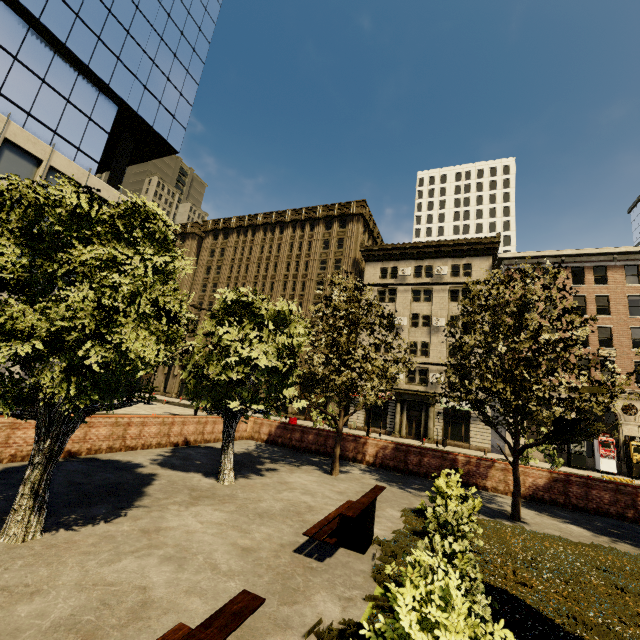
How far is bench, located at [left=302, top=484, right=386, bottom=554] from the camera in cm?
565

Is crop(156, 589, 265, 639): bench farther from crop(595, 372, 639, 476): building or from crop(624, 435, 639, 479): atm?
crop(624, 435, 639, 479): atm

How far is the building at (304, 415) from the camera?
38.31m

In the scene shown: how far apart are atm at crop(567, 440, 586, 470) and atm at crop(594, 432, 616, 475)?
0.8 meters

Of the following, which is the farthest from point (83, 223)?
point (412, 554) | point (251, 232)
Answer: point (251, 232)

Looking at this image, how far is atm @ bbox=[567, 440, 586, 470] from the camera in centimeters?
2619cm

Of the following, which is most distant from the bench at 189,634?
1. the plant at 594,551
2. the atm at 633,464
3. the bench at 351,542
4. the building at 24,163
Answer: the atm at 633,464

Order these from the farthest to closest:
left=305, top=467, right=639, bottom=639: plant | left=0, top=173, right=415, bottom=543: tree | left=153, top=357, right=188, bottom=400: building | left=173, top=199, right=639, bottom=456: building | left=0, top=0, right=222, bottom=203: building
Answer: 1. left=153, top=357, right=188, bottom=400: building
2. left=173, top=199, right=639, bottom=456: building
3. left=0, top=0, right=222, bottom=203: building
4. left=0, top=173, right=415, bottom=543: tree
5. left=305, top=467, right=639, bottom=639: plant
